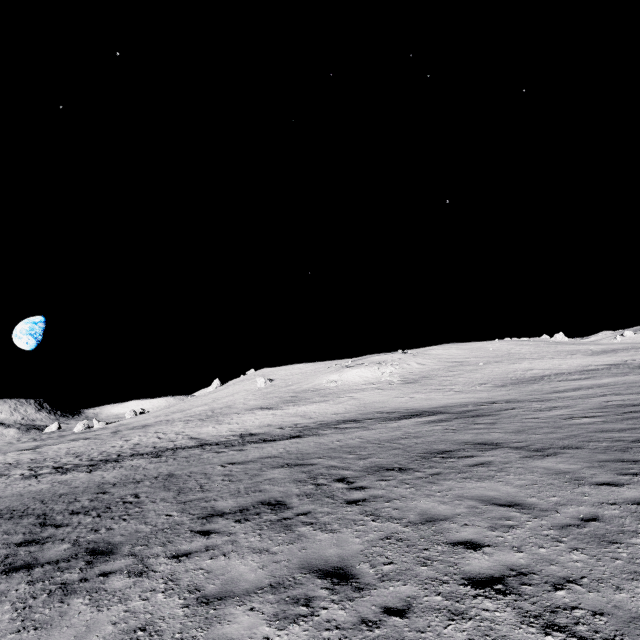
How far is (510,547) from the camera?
5.23m
